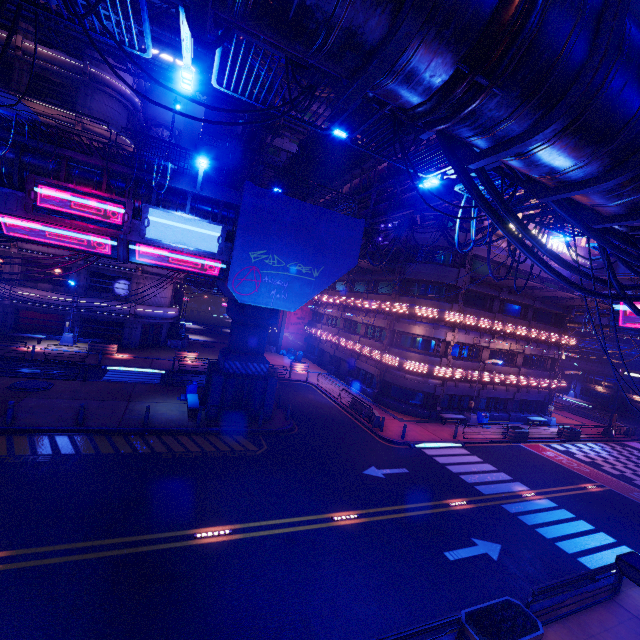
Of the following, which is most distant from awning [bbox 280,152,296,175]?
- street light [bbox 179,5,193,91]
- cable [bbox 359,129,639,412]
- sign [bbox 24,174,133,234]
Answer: street light [bbox 179,5,193,91]

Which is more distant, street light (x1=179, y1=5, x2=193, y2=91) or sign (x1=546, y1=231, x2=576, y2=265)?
sign (x1=546, y1=231, x2=576, y2=265)

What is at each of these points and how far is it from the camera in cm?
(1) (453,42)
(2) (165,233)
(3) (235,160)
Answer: (1) walkway, 285
(2) sign, 1519
(3) pipe, 3366

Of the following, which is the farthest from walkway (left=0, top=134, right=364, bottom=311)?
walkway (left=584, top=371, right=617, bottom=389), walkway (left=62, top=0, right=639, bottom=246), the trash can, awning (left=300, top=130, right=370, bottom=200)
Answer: walkway (left=584, top=371, right=617, bottom=389)

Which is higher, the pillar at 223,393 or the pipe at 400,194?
the pipe at 400,194

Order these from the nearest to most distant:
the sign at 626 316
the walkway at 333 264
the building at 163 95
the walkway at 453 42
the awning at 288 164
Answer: the walkway at 453 42
the walkway at 333 264
the awning at 288 164
the sign at 626 316
the building at 163 95

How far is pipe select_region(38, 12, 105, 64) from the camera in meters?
22.2

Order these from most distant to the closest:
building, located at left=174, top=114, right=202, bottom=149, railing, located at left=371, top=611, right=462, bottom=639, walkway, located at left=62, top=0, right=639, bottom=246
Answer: building, located at left=174, top=114, right=202, bottom=149, railing, located at left=371, top=611, right=462, bottom=639, walkway, located at left=62, top=0, right=639, bottom=246
